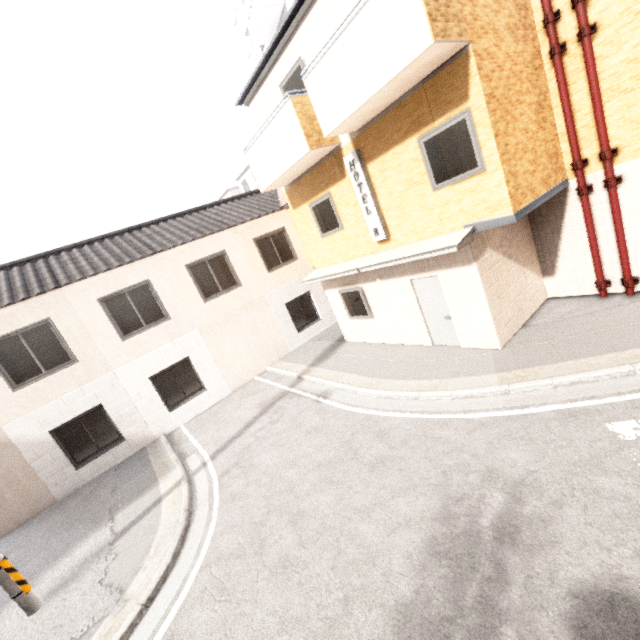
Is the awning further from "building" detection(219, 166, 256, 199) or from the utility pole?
"building" detection(219, 166, 256, 199)

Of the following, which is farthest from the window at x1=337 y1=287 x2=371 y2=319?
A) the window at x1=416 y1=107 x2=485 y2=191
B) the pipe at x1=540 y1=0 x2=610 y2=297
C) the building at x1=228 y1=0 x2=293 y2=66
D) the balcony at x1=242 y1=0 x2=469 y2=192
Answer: the building at x1=228 y1=0 x2=293 y2=66

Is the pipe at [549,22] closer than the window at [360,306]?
Yes

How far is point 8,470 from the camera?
9.1m

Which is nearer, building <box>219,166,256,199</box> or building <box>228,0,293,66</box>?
building <box>228,0,293,66</box>

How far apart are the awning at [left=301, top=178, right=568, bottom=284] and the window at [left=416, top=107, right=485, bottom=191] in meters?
0.9

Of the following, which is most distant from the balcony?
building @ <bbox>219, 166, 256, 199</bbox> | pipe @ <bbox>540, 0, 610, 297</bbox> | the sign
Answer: building @ <bbox>219, 166, 256, 199</bbox>

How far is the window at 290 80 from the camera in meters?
8.2 m
